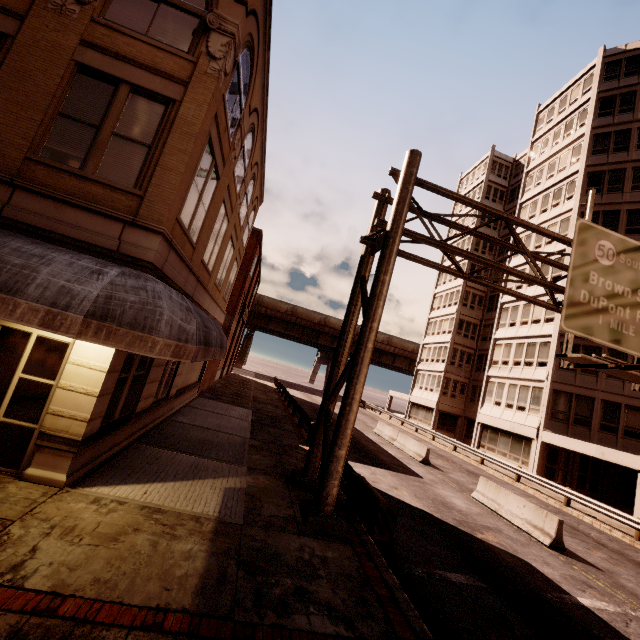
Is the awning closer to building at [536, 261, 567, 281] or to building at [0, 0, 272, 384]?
building at [0, 0, 272, 384]

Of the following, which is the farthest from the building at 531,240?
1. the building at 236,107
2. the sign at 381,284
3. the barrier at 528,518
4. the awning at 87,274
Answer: the building at 236,107

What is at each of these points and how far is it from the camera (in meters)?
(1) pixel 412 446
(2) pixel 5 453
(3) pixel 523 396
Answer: (1) barrier, 20.95
(2) building, 6.16
(3) building, 26.66

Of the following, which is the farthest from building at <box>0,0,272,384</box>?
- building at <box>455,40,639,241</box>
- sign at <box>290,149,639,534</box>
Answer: building at <box>455,40,639,241</box>

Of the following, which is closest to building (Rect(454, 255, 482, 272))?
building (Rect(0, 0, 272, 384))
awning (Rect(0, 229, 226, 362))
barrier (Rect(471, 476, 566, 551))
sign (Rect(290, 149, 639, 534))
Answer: sign (Rect(290, 149, 639, 534))

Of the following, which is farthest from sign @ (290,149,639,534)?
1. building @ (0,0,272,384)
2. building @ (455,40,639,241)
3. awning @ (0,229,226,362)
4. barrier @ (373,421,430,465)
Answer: barrier @ (373,421,430,465)

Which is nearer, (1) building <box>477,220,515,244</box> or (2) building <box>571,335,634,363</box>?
(2) building <box>571,335,634,363</box>
